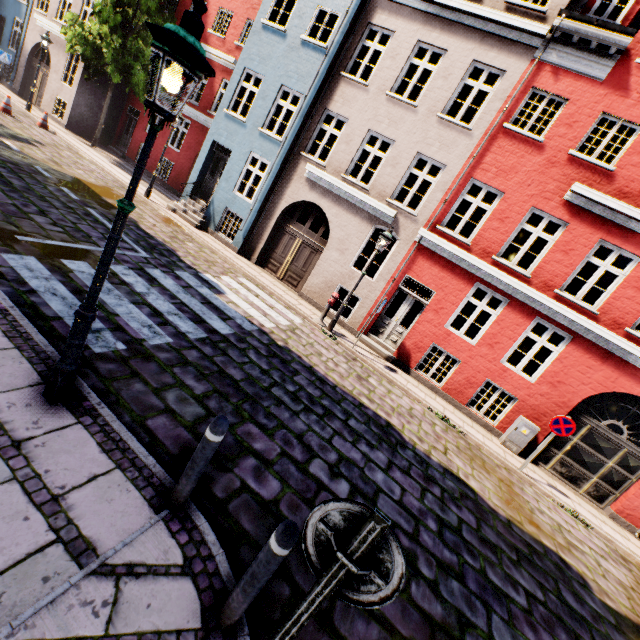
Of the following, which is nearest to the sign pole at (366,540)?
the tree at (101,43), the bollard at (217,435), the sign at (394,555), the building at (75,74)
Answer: the sign at (394,555)

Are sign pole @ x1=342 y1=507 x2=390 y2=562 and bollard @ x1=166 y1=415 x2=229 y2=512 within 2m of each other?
yes

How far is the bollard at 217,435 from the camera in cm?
278

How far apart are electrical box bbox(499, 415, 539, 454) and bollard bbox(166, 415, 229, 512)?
9.9 meters

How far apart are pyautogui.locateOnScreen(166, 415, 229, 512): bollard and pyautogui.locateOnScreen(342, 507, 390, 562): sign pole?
1.4 meters

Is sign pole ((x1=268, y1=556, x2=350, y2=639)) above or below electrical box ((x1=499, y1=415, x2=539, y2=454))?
above

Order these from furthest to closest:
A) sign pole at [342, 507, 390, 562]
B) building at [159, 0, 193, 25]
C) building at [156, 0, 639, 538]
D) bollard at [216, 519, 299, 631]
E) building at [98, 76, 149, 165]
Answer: building at [98, 76, 149, 165], building at [159, 0, 193, 25], building at [156, 0, 639, 538], bollard at [216, 519, 299, 631], sign pole at [342, 507, 390, 562]

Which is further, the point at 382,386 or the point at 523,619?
the point at 382,386
